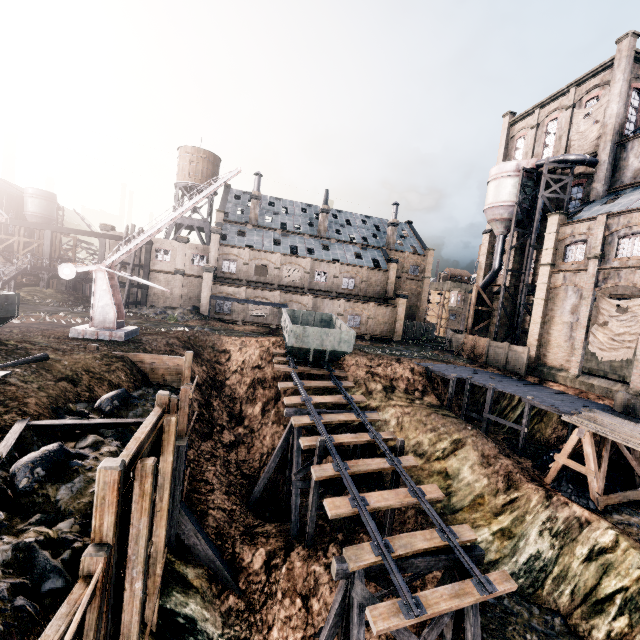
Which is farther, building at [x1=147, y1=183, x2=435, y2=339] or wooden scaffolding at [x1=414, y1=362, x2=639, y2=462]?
building at [x1=147, y1=183, x2=435, y2=339]

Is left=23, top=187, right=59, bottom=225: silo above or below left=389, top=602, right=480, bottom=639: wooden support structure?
above

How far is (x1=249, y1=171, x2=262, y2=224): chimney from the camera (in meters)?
49.62

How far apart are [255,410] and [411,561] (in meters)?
15.81

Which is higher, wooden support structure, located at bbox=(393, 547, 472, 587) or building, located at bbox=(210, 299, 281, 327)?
building, located at bbox=(210, 299, 281, 327)

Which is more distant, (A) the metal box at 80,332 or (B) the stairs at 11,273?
(B) the stairs at 11,273

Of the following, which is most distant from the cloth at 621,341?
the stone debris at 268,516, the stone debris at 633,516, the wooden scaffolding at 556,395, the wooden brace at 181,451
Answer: the wooden brace at 181,451

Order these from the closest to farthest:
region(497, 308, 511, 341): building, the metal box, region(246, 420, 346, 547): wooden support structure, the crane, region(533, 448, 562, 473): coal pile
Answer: region(246, 420, 346, 547): wooden support structure → the metal box → the crane → region(533, 448, 562, 473): coal pile → region(497, 308, 511, 341): building
